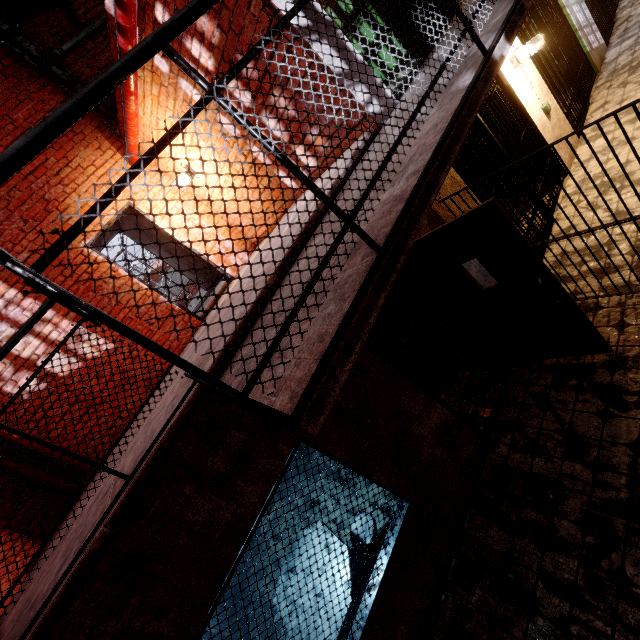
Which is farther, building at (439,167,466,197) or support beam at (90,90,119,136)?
support beam at (90,90,119,136)

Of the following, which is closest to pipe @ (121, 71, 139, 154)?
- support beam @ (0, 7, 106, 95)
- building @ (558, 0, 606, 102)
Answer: support beam @ (0, 7, 106, 95)

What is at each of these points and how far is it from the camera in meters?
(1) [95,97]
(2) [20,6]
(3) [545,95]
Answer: (1) metal railing, 0.9 m
(2) window, 5.0 m
(3) building, 5.1 m

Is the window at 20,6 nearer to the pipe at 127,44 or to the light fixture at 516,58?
the pipe at 127,44

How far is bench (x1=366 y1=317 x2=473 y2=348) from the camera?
4.6m

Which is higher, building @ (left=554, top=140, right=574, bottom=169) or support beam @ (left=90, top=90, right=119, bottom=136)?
support beam @ (left=90, top=90, right=119, bottom=136)

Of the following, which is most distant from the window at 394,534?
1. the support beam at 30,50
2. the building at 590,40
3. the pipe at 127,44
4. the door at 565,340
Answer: the support beam at 30,50

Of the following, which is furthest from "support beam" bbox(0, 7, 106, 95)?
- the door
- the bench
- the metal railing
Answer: the bench
